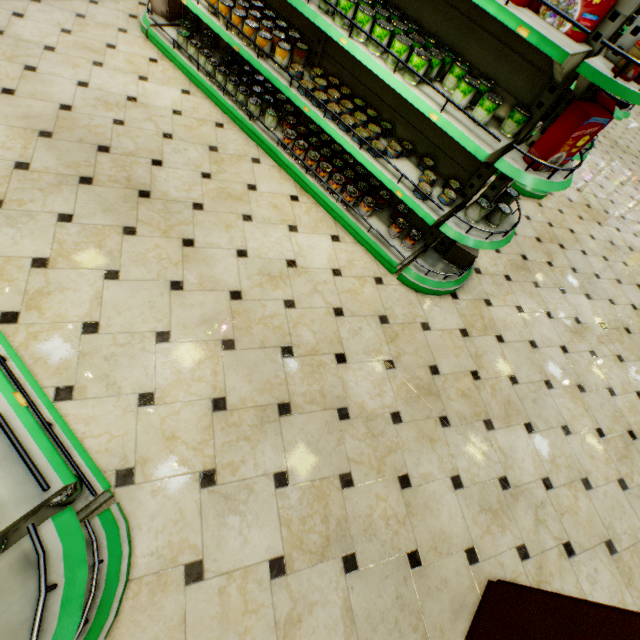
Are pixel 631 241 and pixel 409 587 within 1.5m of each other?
no

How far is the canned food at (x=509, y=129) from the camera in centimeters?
229cm

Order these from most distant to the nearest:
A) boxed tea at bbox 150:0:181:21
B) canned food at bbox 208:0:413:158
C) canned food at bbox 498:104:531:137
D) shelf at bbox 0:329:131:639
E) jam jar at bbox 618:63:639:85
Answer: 1. boxed tea at bbox 150:0:181:21
2. canned food at bbox 208:0:413:158
3. canned food at bbox 498:104:531:137
4. jam jar at bbox 618:63:639:85
5. shelf at bbox 0:329:131:639

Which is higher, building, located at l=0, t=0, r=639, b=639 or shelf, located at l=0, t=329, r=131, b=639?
shelf, located at l=0, t=329, r=131, b=639

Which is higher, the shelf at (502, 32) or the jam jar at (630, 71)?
the jam jar at (630, 71)

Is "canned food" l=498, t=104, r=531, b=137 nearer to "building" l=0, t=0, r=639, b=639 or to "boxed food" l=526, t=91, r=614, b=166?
"boxed food" l=526, t=91, r=614, b=166

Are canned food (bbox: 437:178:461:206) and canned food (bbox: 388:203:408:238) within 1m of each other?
yes

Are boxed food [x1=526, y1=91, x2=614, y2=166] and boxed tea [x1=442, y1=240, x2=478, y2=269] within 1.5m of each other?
yes
